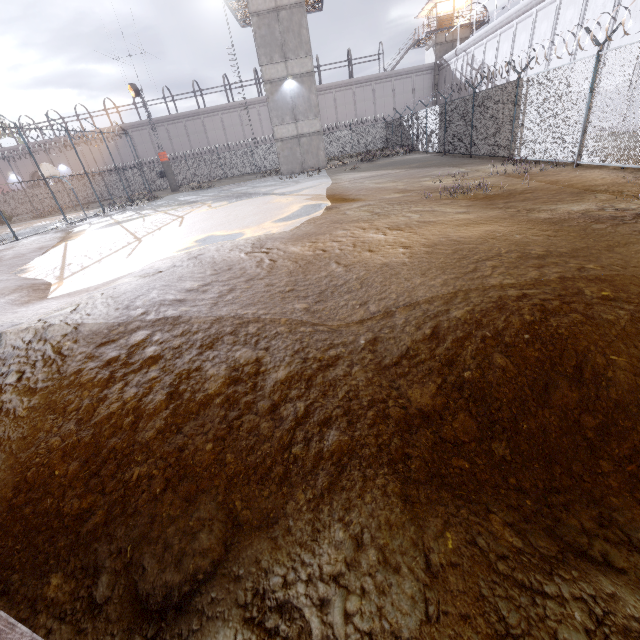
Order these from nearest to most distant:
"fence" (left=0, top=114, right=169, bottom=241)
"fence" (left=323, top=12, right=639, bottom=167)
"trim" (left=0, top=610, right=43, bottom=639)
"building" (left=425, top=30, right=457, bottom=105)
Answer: "trim" (left=0, top=610, right=43, bottom=639)
"fence" (left=323, top=12, right=639, bottom=167)
"fence" (left=0, top=114, right=169, bottom=241)
"building" (left=425, top=30, right=457, bottom=105)

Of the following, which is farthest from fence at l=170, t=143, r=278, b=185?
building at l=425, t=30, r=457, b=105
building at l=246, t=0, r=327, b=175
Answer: building at l=425, t=30, r=457, b=105

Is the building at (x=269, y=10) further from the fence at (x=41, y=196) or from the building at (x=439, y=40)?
the building at (x=439, y=40)

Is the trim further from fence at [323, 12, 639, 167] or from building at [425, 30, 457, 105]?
building at [425, 30, 457, 105]

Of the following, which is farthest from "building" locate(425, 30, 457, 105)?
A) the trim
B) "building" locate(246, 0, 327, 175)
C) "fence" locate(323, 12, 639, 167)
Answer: the trim

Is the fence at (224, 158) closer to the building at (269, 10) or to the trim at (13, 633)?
the trim at (13, 633)

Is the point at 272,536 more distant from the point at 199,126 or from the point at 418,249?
the point at 199,126
